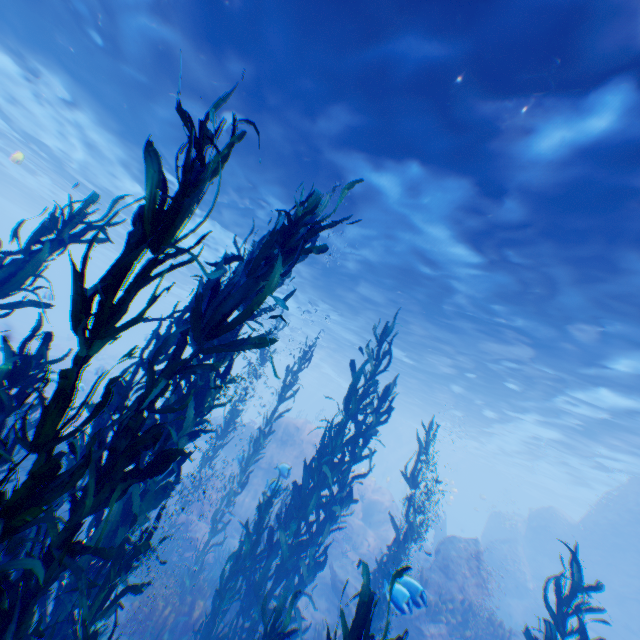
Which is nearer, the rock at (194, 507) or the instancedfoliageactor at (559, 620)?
the instancedfoliageactor at (559, 620)

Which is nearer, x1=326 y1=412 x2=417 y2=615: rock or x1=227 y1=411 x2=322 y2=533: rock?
x1=326 y1=412 x2=417 y2=615: rock

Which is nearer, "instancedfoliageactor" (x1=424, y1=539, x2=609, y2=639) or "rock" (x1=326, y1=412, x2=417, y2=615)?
"instancedfoliageactor" (x1=424, y1=539, x2=609, y2=639)

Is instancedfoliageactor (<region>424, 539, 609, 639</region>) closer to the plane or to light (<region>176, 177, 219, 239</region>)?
the plane

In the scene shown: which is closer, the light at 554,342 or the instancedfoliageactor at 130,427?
the instancedfoliageactor at 130,427

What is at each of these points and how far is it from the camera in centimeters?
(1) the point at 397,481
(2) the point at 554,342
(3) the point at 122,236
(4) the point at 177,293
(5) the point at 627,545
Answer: (1) rock, 5500cm
(2) light, 1240cm
(3) light, 3109cm
(4) light, 4838cm
(5) rock, 2105cm

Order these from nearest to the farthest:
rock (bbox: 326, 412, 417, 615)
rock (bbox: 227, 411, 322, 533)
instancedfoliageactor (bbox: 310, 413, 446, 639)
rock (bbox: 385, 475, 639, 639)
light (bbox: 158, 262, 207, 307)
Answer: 1. instancedfoliageactor (bbox: 310, 413, 446, 639)
2. rock (bbox: 385, 475, 639, 639)
3. rock (bbox: 326, 412, 417, 615)
4. rock (bbox: 227, 411, 322, 533)
5. light (bbox: 158, 262, 207, 307)

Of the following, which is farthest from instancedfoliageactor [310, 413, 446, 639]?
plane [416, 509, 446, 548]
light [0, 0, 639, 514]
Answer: light [0, 0, 639, 514]
